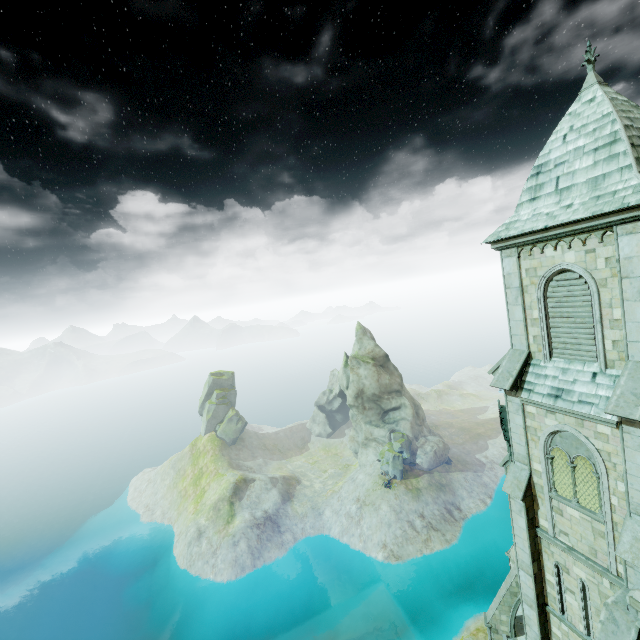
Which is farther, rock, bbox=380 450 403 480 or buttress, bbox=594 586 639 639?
rock, bbox=380 450 403 480

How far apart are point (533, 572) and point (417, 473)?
49.5 meters

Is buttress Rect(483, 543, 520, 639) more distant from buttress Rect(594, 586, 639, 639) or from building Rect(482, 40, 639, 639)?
buttress Rect(594, 586, 639, 639)

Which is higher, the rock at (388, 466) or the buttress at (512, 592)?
the buttress at (512, 592)

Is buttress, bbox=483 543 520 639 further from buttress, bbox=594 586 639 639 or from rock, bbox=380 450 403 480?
rock, bbox=380 450 403 480

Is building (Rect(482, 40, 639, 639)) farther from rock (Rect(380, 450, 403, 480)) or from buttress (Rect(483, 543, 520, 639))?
rock (Rect(380, 450, 403, 480))

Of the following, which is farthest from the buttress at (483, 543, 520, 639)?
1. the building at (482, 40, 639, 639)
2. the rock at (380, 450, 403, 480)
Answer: the rock at (380, 450, 403, 480)

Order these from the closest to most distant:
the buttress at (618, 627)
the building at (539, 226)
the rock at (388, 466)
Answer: the buttress at (618, 627)
the building at (539, 226)
the rock at (388, 466)
